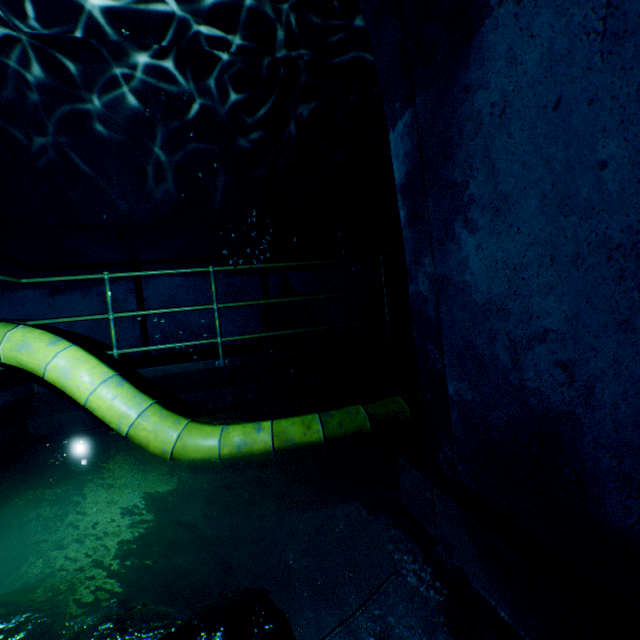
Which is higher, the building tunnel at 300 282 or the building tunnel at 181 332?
the building tunnel at 300 282

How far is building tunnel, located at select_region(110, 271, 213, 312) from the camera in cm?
527

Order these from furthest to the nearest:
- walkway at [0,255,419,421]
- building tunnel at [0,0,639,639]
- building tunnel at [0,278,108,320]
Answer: building tunnel at [0,278,108,320] < walkway at [0,255,419,421] < building tunnel at [0,0,639,639]

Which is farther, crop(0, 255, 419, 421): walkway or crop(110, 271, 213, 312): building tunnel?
crop(110, 271, 213, 312): building tunnel

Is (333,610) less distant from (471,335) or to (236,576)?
(236,576)
